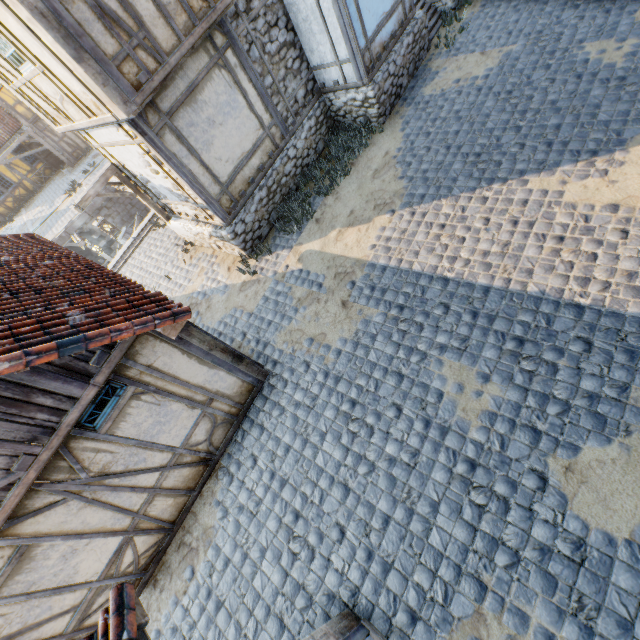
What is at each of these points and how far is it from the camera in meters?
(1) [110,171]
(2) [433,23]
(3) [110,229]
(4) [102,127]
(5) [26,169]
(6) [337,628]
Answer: (1) street light, 8.3
(2) stairs, 10.0
(3) street light, 8.5
(4) building, 6.8
(5) building, 23.2
(6) building, 3.8

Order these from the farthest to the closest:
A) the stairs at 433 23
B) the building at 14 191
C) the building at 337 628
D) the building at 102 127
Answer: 1. the building at 14 191
2. the stairs at 433 23
3. the building at 102 127
4. the building at 337 628

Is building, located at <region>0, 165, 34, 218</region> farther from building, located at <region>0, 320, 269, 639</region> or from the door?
building, located at <region>0, 320, 269, 639</region>

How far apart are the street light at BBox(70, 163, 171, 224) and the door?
21.5 meters

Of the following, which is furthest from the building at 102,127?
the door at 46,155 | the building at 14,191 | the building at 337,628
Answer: the building at 14,191

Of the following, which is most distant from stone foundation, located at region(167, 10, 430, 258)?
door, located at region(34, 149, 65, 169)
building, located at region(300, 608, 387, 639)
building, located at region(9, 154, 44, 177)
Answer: door, located at region(34, 149, 65, 169)

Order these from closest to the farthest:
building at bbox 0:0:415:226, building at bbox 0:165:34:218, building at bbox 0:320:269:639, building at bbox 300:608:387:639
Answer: building at bbox 300:608:387:639 → building at bbox 0:320:269:639 → building at bbox 0:0:415:226 → building at bbox 0:165:34:218

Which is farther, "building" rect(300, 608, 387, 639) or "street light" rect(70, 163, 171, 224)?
"street light" rect(70, 163, 171, 224)
